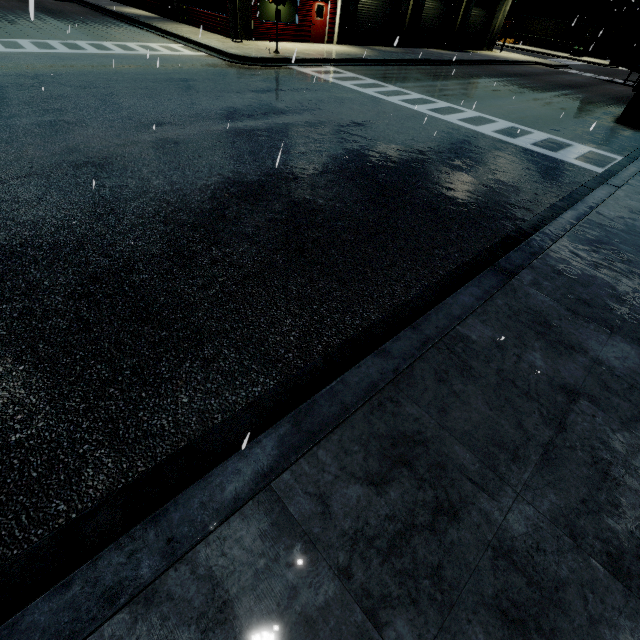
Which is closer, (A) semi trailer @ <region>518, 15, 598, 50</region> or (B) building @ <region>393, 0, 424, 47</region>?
(B) building @ <region>393, 0, 424, 47</region>

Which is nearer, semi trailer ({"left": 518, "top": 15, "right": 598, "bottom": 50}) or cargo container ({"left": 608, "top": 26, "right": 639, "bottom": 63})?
cargo container ({"left": 608, "top": 26, "right": 639, "bottom": 63})

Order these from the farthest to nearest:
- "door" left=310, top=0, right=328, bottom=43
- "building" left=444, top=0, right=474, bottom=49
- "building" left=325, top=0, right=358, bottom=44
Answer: "building" left=444, top=0, right=474, bottom=49
"building" left=325, top=0, right=358, bottom=44
"door" left=310, top=0, right=328, bottom=43

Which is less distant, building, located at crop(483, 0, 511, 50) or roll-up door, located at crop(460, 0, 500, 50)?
roll-up door, located at crop(460, 0, 500, 50)

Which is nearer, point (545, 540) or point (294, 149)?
point (545, 540)

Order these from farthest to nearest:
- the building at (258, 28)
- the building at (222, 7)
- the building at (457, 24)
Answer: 1. the building at (457, 24)
2. the building at (222, 7)
3. the building at (258, 28)

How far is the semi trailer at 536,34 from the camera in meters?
52.2

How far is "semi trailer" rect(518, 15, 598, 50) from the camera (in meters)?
52.16
